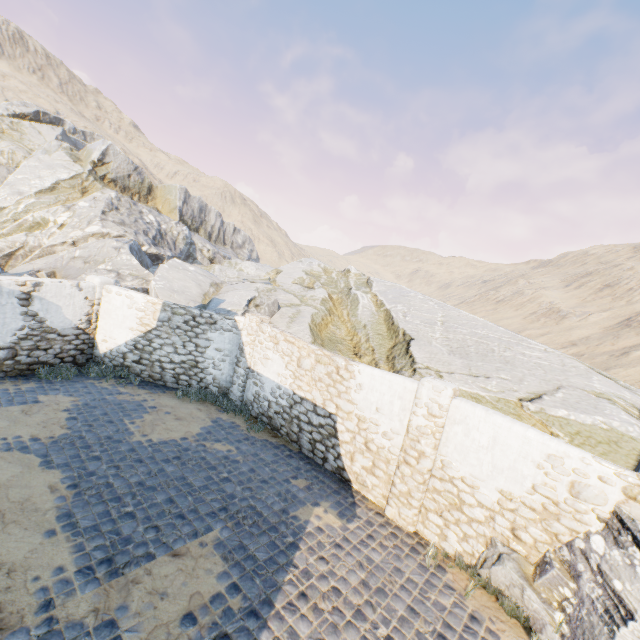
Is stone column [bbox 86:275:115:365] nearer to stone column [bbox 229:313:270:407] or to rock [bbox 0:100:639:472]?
rock [bbox 0:100:639:472]

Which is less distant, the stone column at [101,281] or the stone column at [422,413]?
the stone column at [422,413]

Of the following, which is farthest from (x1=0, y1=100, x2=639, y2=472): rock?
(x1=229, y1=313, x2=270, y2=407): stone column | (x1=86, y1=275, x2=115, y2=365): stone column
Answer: (x1=229, y1=313, x2=270, y2=407): stone column

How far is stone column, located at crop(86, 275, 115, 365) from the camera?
11.16m

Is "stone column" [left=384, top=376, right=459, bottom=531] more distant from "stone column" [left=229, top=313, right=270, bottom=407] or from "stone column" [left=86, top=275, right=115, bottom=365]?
"stone column" [left=86, top=275, right=115, bottom=365]

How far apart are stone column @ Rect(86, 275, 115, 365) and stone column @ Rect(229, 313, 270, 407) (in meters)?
4.99

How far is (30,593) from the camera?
4.1 meters

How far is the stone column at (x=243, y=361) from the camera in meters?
10.7
